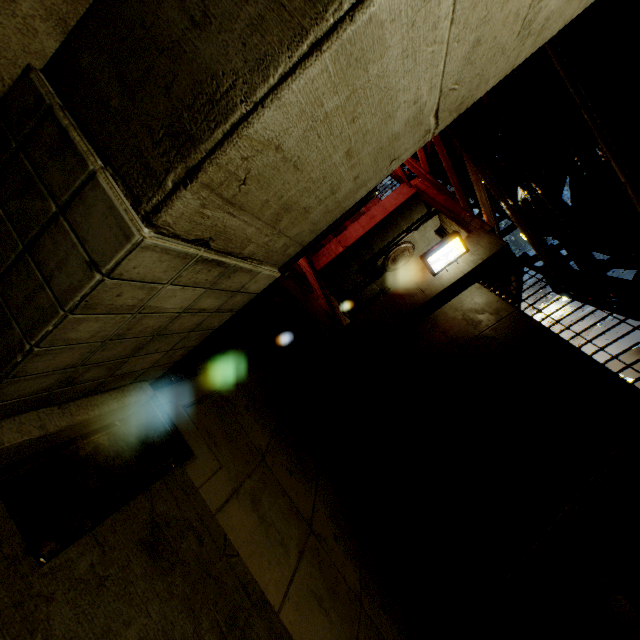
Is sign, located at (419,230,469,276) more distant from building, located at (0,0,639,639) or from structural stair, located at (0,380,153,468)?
structural stair, located at (0,380,153,468)

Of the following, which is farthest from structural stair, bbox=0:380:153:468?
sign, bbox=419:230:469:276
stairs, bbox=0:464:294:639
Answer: sign, bbox=419:230:469:276

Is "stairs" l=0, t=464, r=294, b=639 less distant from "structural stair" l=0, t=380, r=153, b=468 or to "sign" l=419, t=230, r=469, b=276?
"structural stair" l=0, t=380, r=153, b=468

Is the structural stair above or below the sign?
below

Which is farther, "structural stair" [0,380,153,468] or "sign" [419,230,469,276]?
"sign" [419,230,469,276]

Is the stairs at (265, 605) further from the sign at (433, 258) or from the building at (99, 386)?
the sign at (433, 258)

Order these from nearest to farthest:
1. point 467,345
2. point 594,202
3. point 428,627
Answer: point 428,627, point 594,202, point 467,345

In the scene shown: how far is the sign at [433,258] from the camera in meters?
8.9 m
